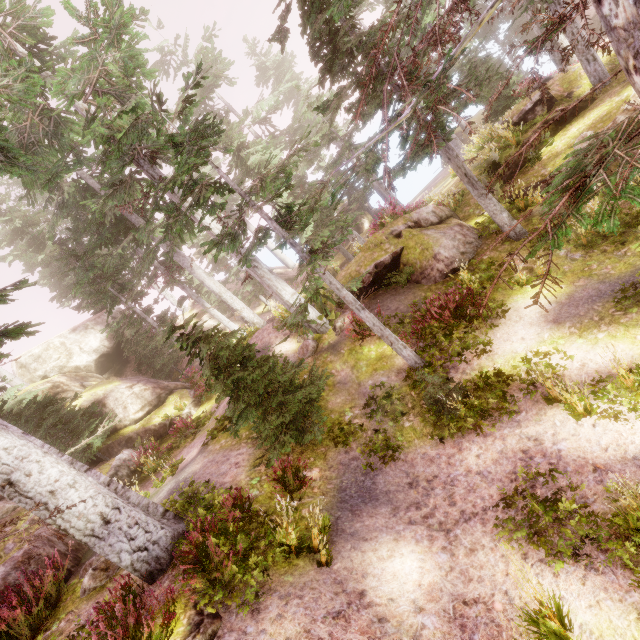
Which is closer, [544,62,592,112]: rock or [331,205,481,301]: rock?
[331,205,481,301]: rock

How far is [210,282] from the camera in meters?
19.7 m

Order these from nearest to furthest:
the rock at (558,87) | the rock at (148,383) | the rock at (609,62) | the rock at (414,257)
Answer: the rock at (414,257) → the rock at (609,62) → the rock at (558,87) → the rock at (148,383)

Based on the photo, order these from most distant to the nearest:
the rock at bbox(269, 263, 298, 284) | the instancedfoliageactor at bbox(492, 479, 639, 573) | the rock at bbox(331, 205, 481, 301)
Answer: the rock at bbox(269, 263, 298, 284)
the rock at bbox(331, 205, 481, 301)
the instancedfoliageactor at bbox(492, 479, 639, 573)

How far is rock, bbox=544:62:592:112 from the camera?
14.1m

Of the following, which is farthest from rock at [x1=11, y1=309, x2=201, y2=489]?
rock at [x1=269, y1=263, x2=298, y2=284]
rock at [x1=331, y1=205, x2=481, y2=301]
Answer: rock at [x1=331, y1=205, x2=481, y2=301]

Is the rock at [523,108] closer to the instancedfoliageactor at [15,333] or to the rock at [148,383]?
the instancedfoliageactor at [15,333]

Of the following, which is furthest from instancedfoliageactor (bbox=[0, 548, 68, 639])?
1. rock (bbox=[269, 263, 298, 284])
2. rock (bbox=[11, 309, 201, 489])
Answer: rock (bbox=[269, 263, 298, 284])
